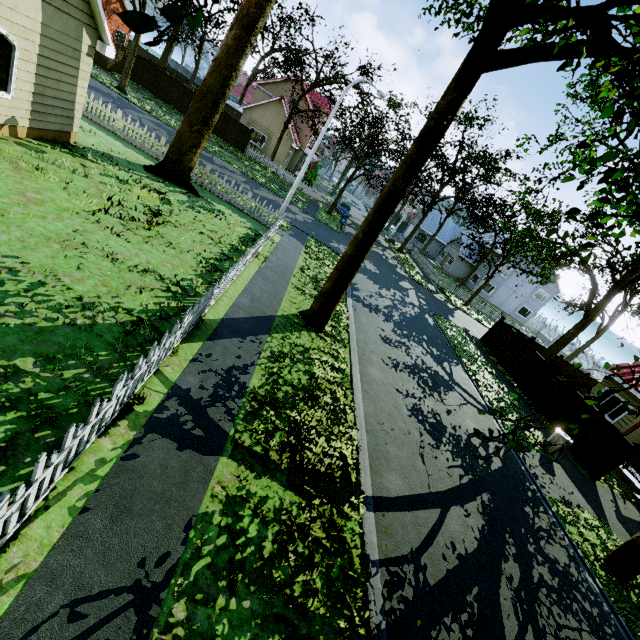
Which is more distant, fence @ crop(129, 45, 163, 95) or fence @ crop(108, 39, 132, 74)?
fence @ crop(129, 45, 163, 95)

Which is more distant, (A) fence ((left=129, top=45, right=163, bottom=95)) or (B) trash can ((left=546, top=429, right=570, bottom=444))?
(A) fence ((left=129, top=45, right=163, bottom=95))

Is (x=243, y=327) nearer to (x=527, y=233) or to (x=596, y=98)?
(x=596, y=98)

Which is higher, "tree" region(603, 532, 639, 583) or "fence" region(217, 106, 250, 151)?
"fence" region(217, 106, 250, 151)

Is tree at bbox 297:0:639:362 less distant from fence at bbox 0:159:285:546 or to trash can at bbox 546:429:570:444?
fence at bbox 0:159:285:546

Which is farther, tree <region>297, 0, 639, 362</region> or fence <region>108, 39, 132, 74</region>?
fence <region>108, 39, 132, 74</region>

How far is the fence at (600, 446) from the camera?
12.9m
